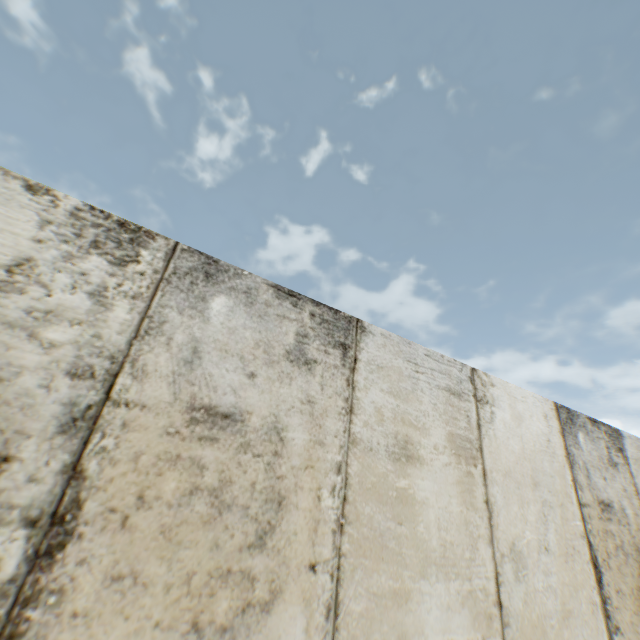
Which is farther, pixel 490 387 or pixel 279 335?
pixel 490 387
